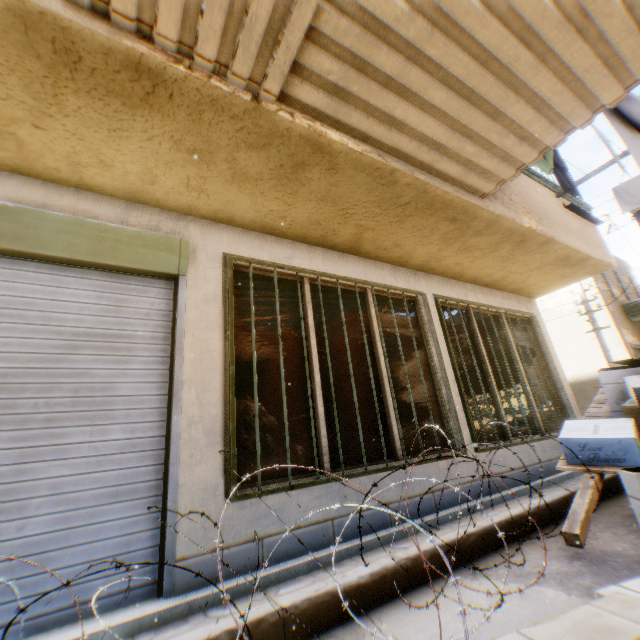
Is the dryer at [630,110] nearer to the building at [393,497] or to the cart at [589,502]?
the building at [393,497]

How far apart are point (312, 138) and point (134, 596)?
3.7 meters

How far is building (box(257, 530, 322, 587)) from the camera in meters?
2.5

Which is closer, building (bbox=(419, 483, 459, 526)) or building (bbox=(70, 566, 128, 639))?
building (bbox=(70, 566, 128, 639))

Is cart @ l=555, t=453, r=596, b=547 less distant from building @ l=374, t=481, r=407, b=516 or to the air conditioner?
building @ l=374, t=481, r=407, b=516

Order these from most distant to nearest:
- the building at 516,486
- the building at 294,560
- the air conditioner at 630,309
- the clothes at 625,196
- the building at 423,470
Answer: the air conditioner at 630,309
the clothes at 625,196
the building at 516,486
the building at 423,470
the building at 294,560

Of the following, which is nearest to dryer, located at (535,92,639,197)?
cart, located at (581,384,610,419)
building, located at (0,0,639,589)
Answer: building, located at (0,0,639,589)
